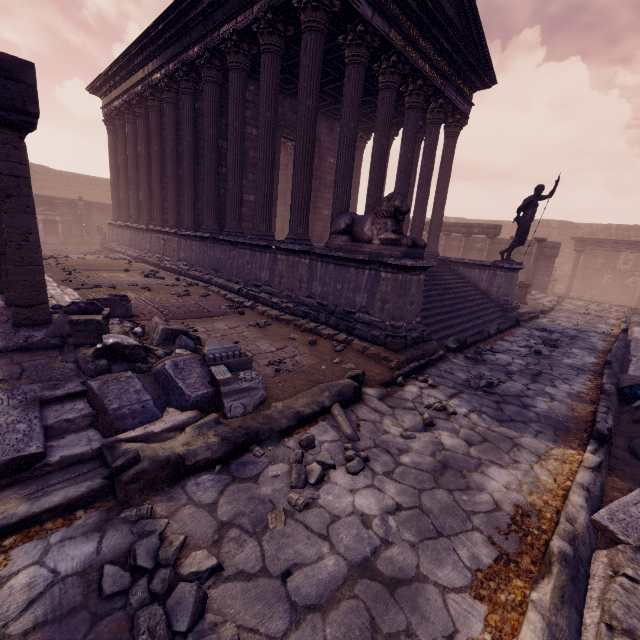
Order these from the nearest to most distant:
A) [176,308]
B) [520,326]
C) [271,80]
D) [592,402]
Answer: [592,402] < [176,308] < [271,80] < [520,326]

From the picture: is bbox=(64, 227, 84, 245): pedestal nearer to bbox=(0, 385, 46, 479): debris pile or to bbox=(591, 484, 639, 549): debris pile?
bbox=(0, 385, 46, 479): debris pile

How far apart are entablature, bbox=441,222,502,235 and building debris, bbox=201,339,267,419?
15.8 meters

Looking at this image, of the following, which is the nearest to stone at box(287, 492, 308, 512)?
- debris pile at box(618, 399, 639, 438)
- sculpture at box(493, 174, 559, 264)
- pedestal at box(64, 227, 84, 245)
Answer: debris pile at box(618, 399, 639, 438)

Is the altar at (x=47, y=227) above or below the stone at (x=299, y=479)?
above

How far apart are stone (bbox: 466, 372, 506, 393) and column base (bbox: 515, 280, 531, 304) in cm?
979

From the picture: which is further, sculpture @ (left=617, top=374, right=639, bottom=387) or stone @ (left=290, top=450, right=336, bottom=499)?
sculpture @ (left=617, top=374, right=639, bottom=387)

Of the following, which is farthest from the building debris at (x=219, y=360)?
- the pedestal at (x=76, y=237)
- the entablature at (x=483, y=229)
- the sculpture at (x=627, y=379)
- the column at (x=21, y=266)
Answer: the pedestal at (x=76, y=237)
